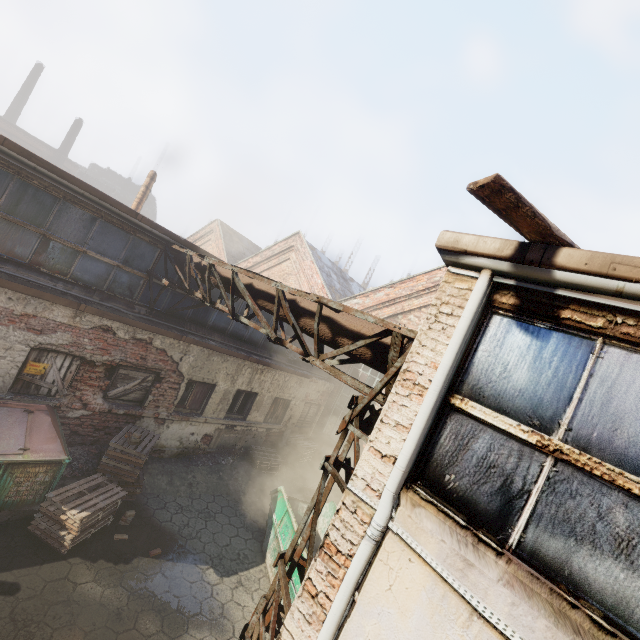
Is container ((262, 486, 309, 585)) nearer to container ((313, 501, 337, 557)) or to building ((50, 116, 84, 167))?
container ((313, 501, 337, 557))

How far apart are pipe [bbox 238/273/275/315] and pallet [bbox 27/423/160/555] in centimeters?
478cm

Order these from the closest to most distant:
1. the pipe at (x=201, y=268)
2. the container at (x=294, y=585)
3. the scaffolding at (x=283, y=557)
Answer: the scaffolding at (x=283, y=557) → the container at (x=294, y=585) → the pipe at (x=201, y=268)

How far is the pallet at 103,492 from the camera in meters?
5.8 m

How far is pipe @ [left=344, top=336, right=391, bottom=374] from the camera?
4.1 meters

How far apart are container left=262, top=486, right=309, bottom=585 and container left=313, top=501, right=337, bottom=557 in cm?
52

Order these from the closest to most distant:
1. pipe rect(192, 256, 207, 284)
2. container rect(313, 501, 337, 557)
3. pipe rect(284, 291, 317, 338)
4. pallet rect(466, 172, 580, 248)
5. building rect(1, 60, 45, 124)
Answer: pallet rect(466, 172, 580, 248) < pipe rect(284, 291, 317, 338) < pipe rect(192, 256, 207, 284) < container rect(313, 501, 337, 557) < building rect(1, 60, 45, 124)

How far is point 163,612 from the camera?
5.6m
